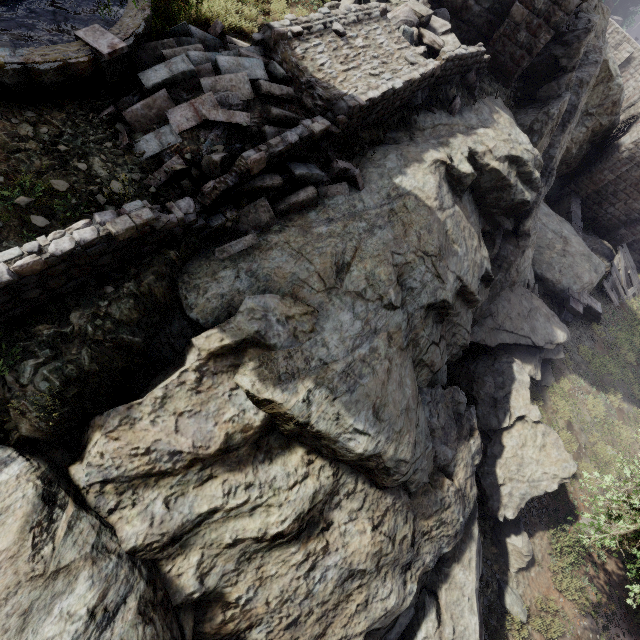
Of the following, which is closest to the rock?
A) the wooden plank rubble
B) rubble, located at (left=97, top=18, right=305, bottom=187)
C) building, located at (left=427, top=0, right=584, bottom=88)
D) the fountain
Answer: rubble, located at (left=97, top=18, right=305, bottom=187)

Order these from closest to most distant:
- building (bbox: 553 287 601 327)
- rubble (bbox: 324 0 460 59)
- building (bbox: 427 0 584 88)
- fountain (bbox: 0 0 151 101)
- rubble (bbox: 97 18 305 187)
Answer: fountain (bbox: 0 0 151 101) → rubble (bbox: 97 18 305 187) → rubble (bbox: 324 0 460 59) → building (bbox: 427 0 584 88) → building (bbox: 553 287 601 327)

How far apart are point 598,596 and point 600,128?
22.7m

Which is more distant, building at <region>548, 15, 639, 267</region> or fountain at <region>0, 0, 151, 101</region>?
building at <region>548, 15, 639, 267</region>

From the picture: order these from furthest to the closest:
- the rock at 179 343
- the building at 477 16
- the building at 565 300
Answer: the building at 565 300, the building at 477 16, the rock at 179 343

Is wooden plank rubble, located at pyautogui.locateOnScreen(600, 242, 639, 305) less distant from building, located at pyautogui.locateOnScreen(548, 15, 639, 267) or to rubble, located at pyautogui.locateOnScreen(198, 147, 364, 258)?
building, located at pyautogui.locateOnScreen(548, 15, 639, 267)

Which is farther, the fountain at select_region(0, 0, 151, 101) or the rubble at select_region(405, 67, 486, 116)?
the rubble at select_region(405, 67, 486, 116)

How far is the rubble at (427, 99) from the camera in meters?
7.4
